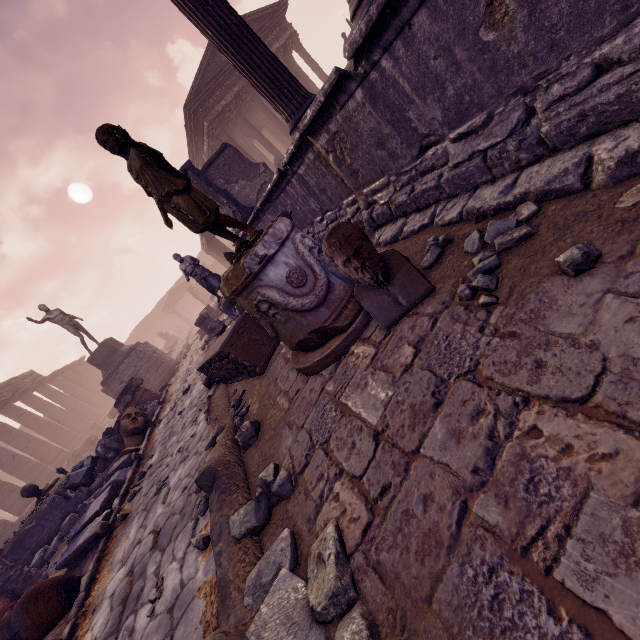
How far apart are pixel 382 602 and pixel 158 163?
2.9 meters

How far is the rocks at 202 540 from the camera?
2.6m

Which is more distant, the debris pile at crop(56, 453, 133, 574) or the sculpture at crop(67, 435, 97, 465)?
the sculpture at crop(67, 435, 97, 465)

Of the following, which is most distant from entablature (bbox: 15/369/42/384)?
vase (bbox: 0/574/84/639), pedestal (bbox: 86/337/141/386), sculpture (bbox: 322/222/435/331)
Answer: sculpture (bbox: 322/222/435/331)

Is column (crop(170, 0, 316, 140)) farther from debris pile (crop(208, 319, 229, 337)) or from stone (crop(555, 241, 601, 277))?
stone (crop(555, 241, 601, 277))

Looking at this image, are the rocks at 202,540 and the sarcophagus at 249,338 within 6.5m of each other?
yes

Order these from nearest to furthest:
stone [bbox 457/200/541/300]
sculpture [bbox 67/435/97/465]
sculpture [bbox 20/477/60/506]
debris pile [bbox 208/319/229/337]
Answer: stone [bbox 457/200/541/300]
debris pile [bbox 208/319/229/337]
sculpture [bbox 20/477/60/506]
sculpture [bbox 67/435/97/465]

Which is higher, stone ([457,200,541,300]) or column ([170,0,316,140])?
column ([170,0,316,140])
